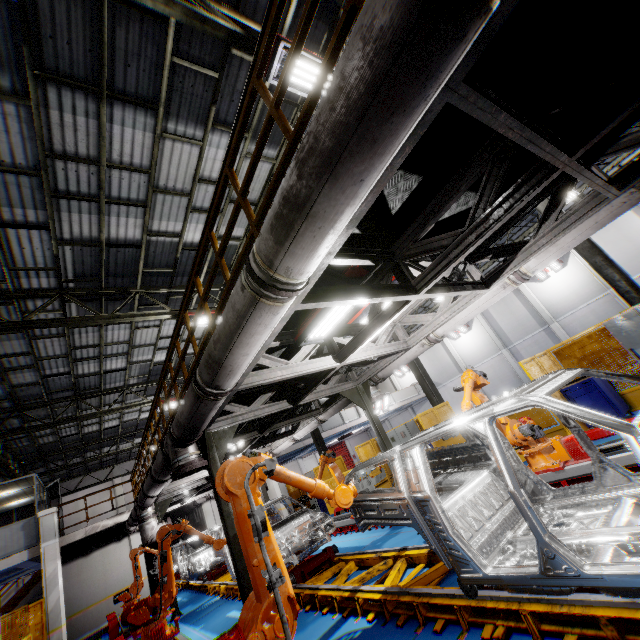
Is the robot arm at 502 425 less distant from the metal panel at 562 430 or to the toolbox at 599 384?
the metal panel at 562 430

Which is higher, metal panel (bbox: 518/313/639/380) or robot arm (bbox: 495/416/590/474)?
metal panel (bbox: 518/313/639/380)

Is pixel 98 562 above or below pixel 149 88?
below

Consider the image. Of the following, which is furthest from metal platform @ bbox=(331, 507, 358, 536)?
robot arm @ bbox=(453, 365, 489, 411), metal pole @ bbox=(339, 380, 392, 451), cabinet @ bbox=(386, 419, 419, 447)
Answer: cabinet @ bbox=(386, 419, 419, 447)

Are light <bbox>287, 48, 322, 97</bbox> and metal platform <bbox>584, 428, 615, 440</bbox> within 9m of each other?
yes

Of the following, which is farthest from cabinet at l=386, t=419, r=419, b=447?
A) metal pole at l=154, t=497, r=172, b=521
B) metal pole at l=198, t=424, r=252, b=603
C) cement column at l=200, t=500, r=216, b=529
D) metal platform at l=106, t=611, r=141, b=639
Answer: cement column at l=200, t=500, r=216, b=529

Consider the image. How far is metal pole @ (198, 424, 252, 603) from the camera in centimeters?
488cm

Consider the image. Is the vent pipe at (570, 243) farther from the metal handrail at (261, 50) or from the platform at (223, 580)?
the platform at (223, 580)
